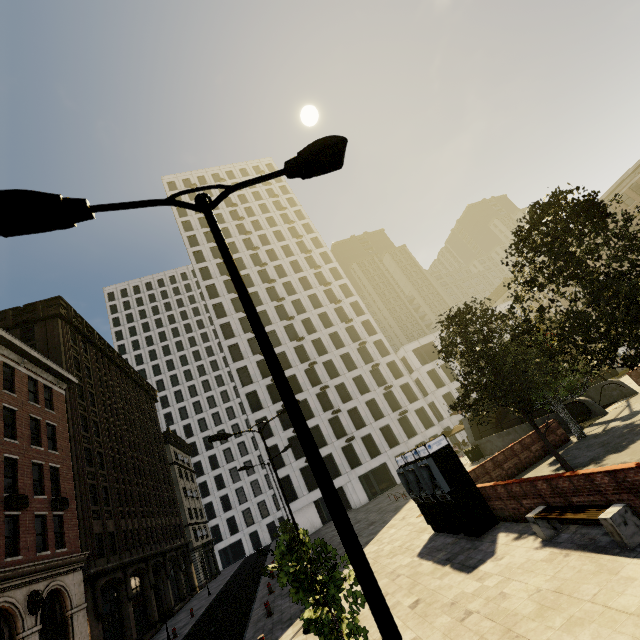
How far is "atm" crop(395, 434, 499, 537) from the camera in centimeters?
1143cm

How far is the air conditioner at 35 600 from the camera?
15.3m

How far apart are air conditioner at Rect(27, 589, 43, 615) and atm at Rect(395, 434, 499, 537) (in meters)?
18.95

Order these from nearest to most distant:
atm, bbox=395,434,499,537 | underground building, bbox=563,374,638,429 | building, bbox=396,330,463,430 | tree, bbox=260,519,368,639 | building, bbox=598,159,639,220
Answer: tree, bbox=260,519,368,639
atm, bbox=395,434,499,537
underground building, bbox=563,374,638,429
building, bbox=598,159,639,220
building, bbox=396,330,463,430

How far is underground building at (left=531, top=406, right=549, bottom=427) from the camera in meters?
20.1

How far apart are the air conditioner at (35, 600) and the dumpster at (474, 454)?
28.0 meters

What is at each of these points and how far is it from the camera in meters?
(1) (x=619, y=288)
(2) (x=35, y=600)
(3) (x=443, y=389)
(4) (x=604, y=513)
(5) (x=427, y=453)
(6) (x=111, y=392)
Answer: (1) tree, 9.2
(2) air conditioner, 15.7
(3) building, 47.7
(4) bench, 7.0
(5) atm, 12.5
(6) building, 35.8

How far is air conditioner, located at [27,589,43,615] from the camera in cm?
1531
